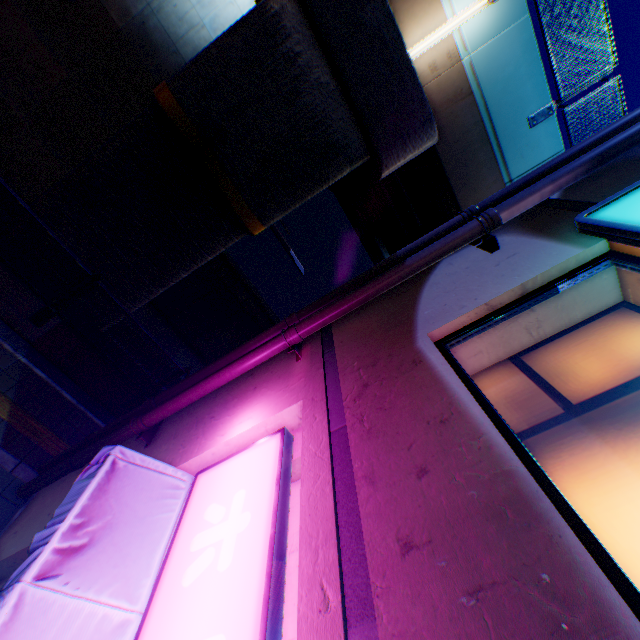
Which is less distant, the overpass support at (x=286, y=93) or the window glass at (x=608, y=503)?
the window glass at (x=608, y=503)

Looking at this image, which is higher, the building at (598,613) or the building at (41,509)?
the building at (598,613)

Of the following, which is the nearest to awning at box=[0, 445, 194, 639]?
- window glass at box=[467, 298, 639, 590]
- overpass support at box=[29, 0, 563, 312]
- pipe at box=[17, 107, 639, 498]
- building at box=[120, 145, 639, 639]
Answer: building at box=[120, 145, 639, 639]

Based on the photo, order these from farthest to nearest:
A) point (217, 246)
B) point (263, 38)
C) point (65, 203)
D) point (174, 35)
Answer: point (174, 35), point (217, 246), point (65, 203), point (263, 38)

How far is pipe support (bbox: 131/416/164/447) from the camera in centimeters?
438cm

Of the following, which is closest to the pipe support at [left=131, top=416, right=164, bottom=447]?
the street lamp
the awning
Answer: the awning

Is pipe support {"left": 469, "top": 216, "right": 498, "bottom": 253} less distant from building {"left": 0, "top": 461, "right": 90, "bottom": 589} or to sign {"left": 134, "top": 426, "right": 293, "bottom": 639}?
building {"left": 0, "top": 461, "right": 90, "bottom": 589}

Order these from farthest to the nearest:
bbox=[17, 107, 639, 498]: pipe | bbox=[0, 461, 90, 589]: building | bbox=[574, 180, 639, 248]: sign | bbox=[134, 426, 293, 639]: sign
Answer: bbox=[0, 461, 90, 589]: building < bbox=[17, 107, 639, 498]: pipe < bbox=[574, 180, 639, 248]: sign < bbox=[134, 426, 293, 639]: sign
